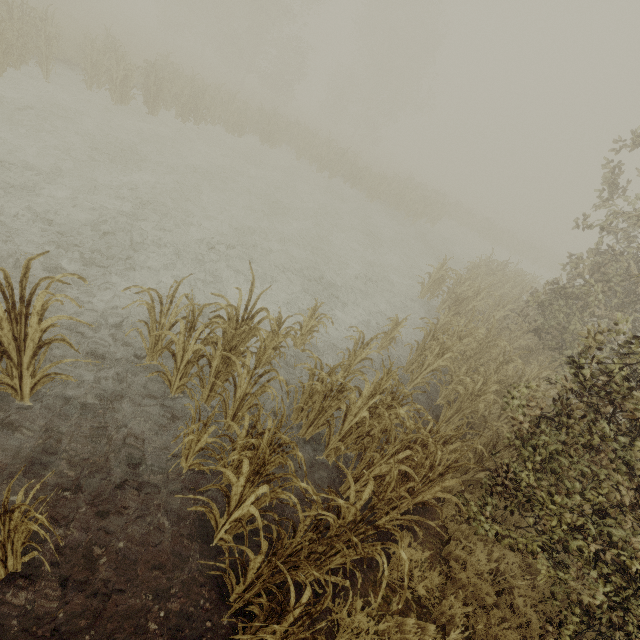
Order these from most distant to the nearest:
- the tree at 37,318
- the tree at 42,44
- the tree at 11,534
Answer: the tree at 42,44 < the tree at 37,318 < the tree at 11,534

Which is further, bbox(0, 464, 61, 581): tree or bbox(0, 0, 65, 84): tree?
bbox(0, 0, 65, 84): tree

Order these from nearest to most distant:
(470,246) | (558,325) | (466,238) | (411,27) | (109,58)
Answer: (558,325)
(109,58)
(470,246)
(466,238)
(411,27)

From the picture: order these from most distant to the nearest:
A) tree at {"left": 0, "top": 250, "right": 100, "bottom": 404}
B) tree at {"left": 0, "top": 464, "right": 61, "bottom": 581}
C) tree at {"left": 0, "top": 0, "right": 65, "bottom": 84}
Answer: tree at {"left": 0, "top": 0, "right": 65, "bottom": 84}
tree at {"left": 0, "top": 250, "right": 100, "bottom": 404}
tree at {"left": 0, "top": 464, "right": 61, "bottom": 581}

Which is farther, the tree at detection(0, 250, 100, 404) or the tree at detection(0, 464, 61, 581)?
the tree at detection(0, 250, 100, 404)

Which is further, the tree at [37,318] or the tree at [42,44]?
the tree at [42,44]
